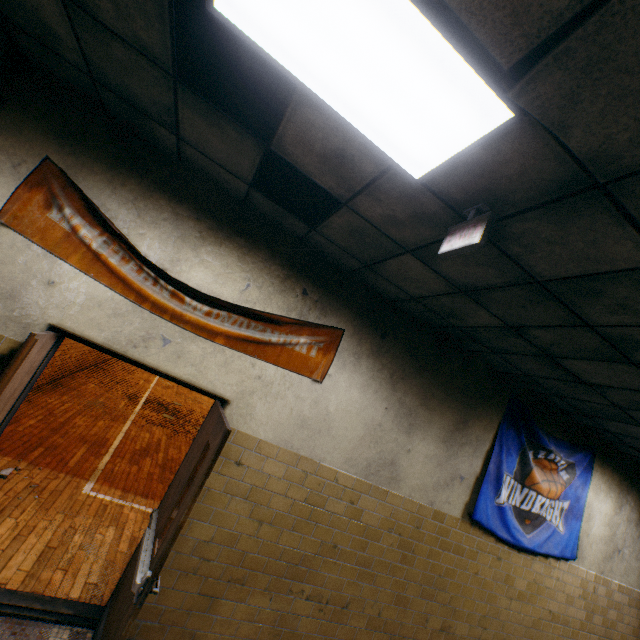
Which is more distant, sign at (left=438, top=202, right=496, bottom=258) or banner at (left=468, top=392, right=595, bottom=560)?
banner at (left=468, top=392, right=595, bottom=560)

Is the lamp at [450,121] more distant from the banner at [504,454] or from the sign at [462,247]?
the banner at [504,454]

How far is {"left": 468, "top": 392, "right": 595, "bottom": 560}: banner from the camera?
4.4m

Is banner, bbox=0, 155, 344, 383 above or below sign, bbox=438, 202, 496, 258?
below

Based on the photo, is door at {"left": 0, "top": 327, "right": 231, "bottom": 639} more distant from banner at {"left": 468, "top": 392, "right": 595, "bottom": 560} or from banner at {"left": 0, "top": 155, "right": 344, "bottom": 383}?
banner at {"left": 468, "top": 392, "right": 595, "bottom": 560}

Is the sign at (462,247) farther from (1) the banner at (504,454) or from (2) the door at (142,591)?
(1) the banner at (504,454)

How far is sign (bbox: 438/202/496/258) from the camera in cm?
170

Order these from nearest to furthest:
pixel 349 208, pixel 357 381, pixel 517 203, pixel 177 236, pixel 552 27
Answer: pixel 552 27 < pixel 517 203 < pixel 349 208 < pixel 177 236 < pixel 357 381
